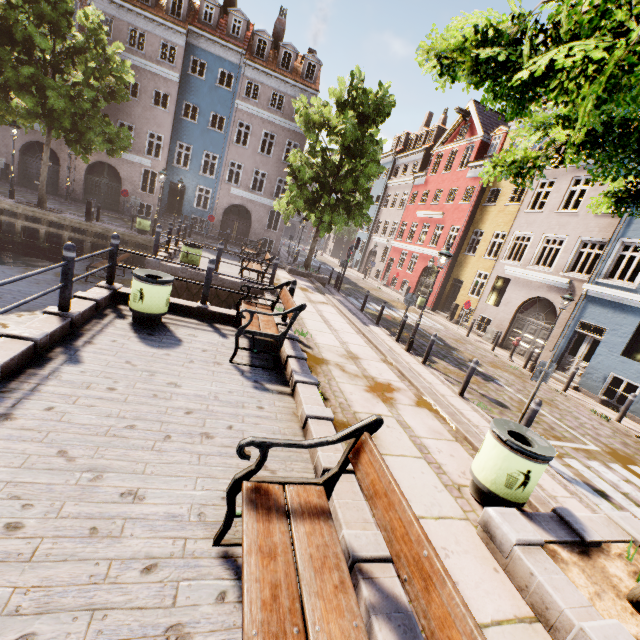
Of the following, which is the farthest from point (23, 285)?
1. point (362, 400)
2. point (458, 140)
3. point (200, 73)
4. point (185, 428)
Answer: point (458, 140)

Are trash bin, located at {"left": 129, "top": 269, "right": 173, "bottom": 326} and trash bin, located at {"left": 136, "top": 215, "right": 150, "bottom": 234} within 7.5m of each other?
no

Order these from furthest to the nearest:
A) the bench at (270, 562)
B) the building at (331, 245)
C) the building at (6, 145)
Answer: the building at (331, 245)
the building at (6, 145)
the bench at (270, 562)

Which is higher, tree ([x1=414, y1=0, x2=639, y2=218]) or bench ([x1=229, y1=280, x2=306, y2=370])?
tree ([x1=414, y1=0, x2=639, y2=218])

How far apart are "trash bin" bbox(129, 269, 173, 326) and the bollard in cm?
98

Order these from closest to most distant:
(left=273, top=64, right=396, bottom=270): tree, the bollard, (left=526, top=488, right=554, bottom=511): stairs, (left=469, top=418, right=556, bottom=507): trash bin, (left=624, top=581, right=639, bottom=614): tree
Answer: (left=624, top=581, right=639, bottom=614): tree, (left=469, top=418, right=556, bottom=507): trash bin, (left=526, top=488, right=554, bottom=511): stairs, the bollard, (left=273, top=64, right=396, bottom=270): tree

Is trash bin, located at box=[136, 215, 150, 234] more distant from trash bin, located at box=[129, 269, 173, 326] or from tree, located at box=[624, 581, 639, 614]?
trash bin, located at box=[129, 269, 173, 326]

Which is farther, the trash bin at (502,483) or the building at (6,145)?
the building at (6,145)
